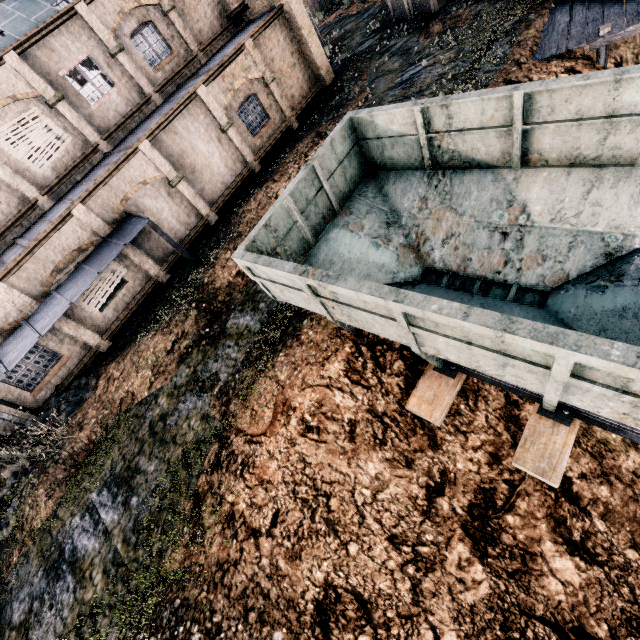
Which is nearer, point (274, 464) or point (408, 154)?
point (274, 464)

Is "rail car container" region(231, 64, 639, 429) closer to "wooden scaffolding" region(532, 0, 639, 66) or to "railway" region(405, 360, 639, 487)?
"railway" region(405, 360, 639, 487)

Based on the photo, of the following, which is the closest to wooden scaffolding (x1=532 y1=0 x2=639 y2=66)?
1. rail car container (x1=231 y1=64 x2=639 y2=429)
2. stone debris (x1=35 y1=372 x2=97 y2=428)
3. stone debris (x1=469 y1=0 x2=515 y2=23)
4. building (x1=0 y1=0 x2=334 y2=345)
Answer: stone debris (x1=469 y1=0 x2=515 y2=23)

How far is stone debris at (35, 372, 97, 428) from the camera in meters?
13.1 m

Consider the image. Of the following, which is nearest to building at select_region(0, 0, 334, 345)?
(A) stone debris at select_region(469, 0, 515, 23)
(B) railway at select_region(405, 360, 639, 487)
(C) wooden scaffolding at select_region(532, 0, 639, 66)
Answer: (A) stone debris at select_region(469, 0, 515, 23)

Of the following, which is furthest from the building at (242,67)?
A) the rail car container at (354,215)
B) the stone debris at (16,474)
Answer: the rail car container at (354,215)

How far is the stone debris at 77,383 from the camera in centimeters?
1315cm

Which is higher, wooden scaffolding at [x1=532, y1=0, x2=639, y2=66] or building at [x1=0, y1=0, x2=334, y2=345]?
building at [x1=0, y1=0, x2=334, y2=345]
